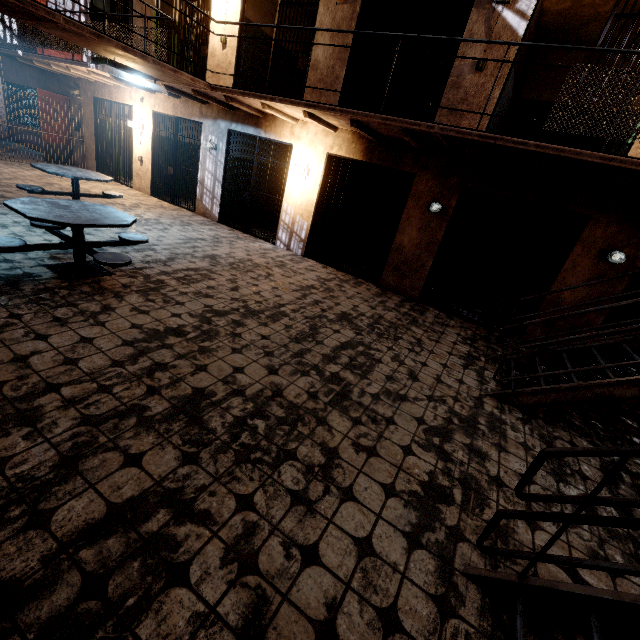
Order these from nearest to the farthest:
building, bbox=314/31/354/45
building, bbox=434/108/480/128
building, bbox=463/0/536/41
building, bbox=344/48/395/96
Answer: building, bbox=463/0/536/41 → building, bbox=434/108/480/128 → building, bbox=314/31/354/45 → building, bbox=344/48/395/96

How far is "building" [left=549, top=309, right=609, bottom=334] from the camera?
Result: 5.48m

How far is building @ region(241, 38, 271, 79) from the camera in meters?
8.0

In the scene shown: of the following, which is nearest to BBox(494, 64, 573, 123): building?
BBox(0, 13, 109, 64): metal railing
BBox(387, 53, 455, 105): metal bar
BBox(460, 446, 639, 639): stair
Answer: BBox(387, 53, 455, 105): metal bar

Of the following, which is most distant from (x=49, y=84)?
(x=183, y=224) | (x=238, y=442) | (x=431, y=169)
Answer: (x=238, y=442)

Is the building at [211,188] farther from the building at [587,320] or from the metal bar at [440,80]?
the metal bar at [440,80]

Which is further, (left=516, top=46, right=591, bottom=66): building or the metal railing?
the metal railing

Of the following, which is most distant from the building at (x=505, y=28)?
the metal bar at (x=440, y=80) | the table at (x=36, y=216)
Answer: the table at (x=36, y=216)
